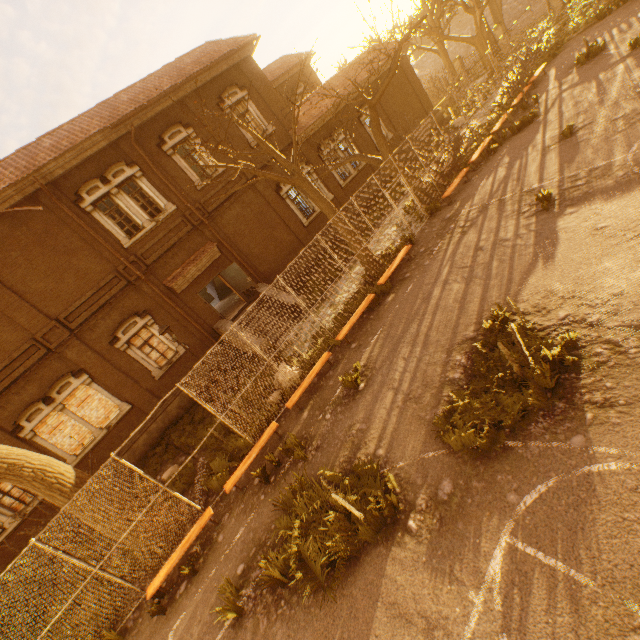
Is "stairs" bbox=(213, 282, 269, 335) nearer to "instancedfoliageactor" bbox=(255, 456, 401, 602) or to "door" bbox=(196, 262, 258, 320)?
"door" bbox=(196, 262, 258, 320)

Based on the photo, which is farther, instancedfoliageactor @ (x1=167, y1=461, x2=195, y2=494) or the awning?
the awning

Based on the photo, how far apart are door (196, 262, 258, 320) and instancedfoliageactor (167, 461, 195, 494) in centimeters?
730cm

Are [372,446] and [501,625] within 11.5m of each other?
yes

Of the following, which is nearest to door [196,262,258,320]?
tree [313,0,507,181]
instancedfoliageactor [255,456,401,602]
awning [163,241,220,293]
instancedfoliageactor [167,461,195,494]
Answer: awning [163,241,220,293]

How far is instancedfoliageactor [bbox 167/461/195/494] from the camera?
10.15m

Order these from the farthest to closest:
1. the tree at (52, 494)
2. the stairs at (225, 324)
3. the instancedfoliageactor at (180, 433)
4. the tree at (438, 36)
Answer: the stairs at (225, 324) → the instancedfoliageactor at (180, 433) → the tree at (438, 36) → the tree at (52, 494)

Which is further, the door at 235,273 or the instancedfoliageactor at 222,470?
the door at 235,273
